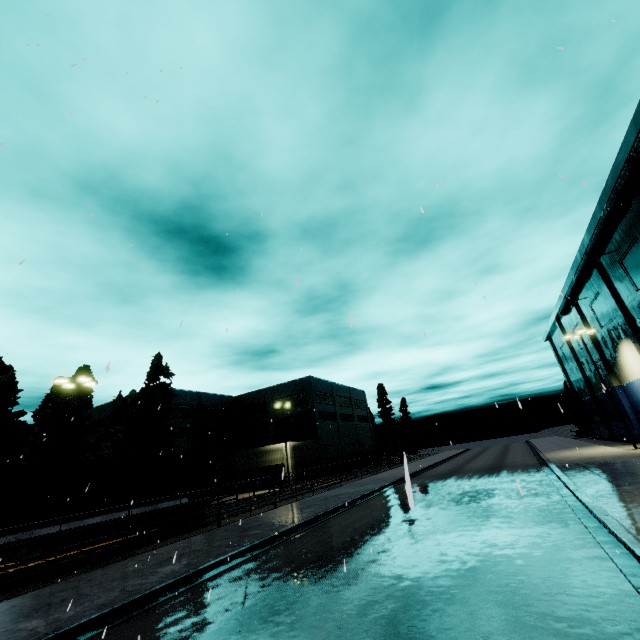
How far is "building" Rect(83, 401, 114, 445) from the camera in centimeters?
4912cm

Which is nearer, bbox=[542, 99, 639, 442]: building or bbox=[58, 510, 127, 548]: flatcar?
bbox=[58, 510, 127, 548]: flatcar

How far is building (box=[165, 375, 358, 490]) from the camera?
43.25m

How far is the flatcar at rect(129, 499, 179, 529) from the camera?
15.4m

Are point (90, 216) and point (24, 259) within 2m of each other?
yes

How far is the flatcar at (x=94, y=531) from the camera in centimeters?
1306cm

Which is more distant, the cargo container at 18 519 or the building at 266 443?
the building at 266 443

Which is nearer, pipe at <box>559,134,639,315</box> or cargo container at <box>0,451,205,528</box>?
cargo container at <box>0,451,205,528</box>
